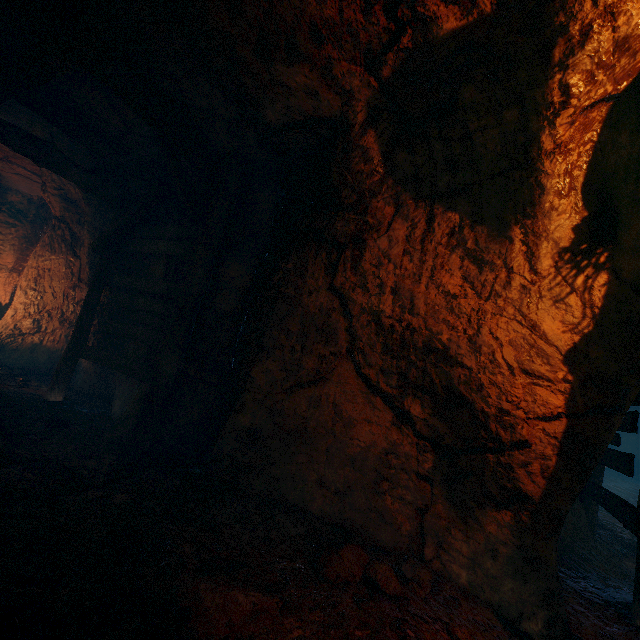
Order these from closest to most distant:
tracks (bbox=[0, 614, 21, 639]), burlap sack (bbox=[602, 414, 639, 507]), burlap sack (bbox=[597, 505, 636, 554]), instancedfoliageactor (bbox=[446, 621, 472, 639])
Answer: tracks (bbox=[0, 614, 21, 639]), instancedfoliageactor (bbox=[446, 621, 472, 639]), burlap sack (bbox=[597, 505, 636, 554]), burlap sack (bbox=[602, 414, 639, 507])

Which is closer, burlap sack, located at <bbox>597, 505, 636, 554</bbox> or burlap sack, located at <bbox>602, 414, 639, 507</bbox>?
burlap sack, located at <bbox>597, 505, 636, 554</bbox>

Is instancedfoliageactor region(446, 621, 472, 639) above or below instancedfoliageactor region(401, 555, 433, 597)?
above

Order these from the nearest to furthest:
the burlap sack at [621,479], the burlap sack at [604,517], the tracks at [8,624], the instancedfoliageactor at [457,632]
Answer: the tracks at [8,624] → the instancedfoliageactor at [457,632] → the burlap sack at [604,517] → the burlap sack at [621,479]

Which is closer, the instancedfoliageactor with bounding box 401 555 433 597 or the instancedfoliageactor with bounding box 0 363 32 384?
the instancedfoliageactor with bounding box 401 555 433 597

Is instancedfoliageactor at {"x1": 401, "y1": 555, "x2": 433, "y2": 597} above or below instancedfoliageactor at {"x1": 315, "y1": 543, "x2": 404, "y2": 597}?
below

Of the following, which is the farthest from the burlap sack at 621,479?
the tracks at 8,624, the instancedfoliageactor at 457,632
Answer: the instancedfoliageactor at 457,632

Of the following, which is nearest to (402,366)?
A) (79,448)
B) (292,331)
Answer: (292,331)
